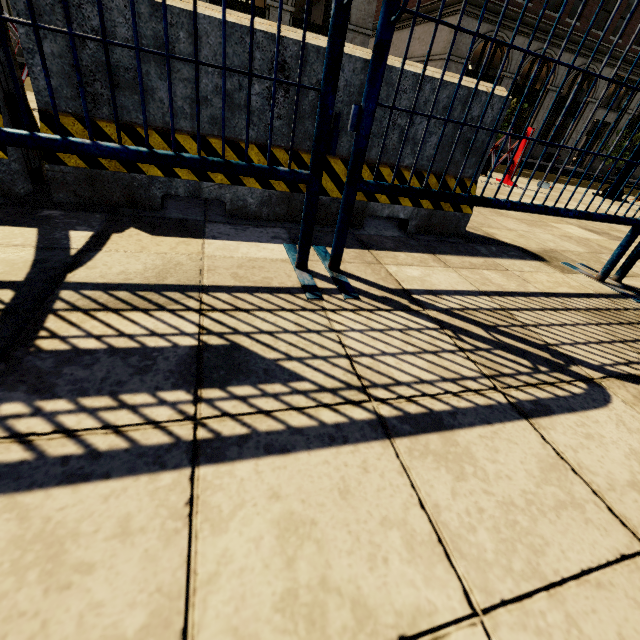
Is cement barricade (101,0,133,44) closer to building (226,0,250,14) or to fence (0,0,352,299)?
fence (0,0,352,299)

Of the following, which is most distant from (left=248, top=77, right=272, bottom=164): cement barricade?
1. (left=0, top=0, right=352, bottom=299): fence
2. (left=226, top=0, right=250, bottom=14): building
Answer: (left=226, top=0, right=250, bottom=14): building

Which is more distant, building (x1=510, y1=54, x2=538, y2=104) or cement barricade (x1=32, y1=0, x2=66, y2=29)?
building (x1=510, y1=54, x2=538, y2=104)

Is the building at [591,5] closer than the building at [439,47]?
No

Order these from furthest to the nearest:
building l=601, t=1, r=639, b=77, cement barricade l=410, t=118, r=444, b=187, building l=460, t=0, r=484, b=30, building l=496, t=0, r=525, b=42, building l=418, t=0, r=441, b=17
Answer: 1. building l=601, t=1, r=639, b=77
2. building l=418, t=0, r=441, b=17
3. building l=496, t=0, r=525, b=42
4. building l=460, t=0, r=484, b=30
5. cement barricade l=410, t=118, r=444, b=187

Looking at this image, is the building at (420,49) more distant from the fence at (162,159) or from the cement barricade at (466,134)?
the fence at (162,159)

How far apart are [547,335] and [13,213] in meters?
2.2
